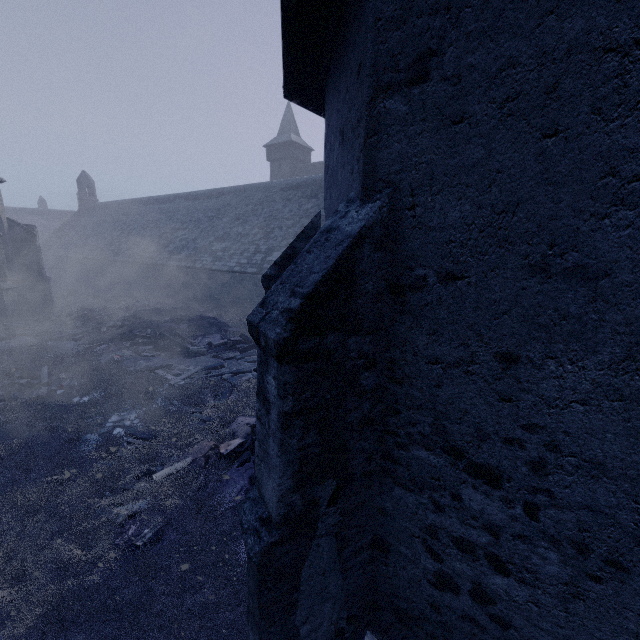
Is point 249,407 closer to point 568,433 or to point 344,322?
point 344,322

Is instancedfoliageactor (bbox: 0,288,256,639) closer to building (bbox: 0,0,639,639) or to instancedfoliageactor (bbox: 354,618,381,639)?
building (bbox: 0,0,639,639)

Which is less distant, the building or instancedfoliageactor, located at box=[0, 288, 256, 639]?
the building

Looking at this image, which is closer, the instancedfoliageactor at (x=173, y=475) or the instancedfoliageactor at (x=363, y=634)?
the instancedfoliageactor at (x=363, y=634)

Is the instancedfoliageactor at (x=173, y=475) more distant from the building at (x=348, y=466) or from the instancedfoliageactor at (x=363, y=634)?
the instancedfoliageactor at (x=363, y=634)

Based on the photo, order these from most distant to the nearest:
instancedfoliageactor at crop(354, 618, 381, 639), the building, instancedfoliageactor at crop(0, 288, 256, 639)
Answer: instancedfoliageactor at crop(0, 288, 256, 639) < instancedfoliageactor at crop(354, 618, 381, 639) < the building

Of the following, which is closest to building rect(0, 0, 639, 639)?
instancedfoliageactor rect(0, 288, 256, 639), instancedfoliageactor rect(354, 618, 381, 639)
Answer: instancedfoliageactor rect(354, 618, 381, 639)
